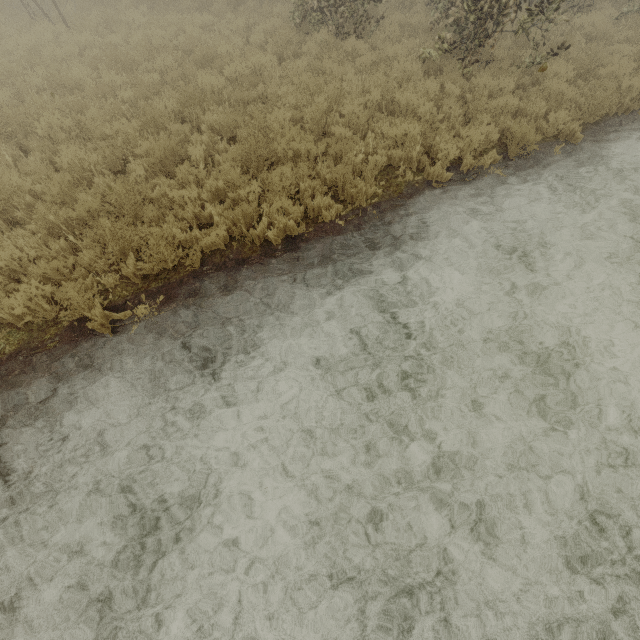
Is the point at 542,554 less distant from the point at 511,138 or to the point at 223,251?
the point at 223,251
